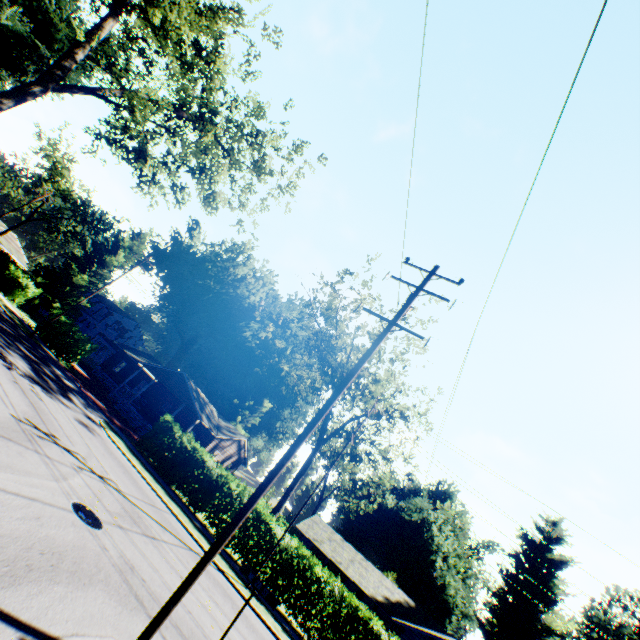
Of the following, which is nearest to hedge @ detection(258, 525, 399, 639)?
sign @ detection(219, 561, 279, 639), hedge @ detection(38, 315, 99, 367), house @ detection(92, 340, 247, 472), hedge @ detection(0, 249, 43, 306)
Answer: house @ detection(92, 340, 247, 472)

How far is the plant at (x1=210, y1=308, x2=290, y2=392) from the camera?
54.1 meters

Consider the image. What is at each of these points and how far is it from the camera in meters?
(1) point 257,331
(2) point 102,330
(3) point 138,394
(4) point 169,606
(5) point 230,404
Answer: (1) plant, 59.7
(2) house, 58.9
(3) house, 33.3
(4) power line pole, 5.8
(5) plant, 59.2

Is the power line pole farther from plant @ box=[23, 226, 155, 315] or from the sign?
plant @ box=[23, 226, 155, 315]

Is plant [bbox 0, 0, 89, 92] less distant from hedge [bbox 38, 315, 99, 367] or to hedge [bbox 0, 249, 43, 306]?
hedge [bbox 0, 249, 43, 306]

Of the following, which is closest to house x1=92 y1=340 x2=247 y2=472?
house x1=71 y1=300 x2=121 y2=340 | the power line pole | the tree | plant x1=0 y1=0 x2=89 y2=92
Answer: plant x1=0 y1=0 x2=89 y2=92

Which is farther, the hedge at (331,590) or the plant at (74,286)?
the plant at (74,286)

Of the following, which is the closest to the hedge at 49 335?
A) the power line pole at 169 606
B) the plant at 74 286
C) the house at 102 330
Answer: the plant at 74 286
